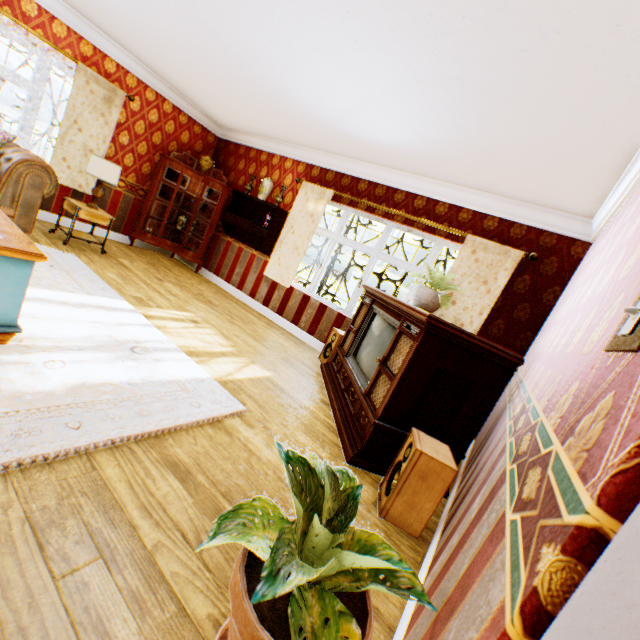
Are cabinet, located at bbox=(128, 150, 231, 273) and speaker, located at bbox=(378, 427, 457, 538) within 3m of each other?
Answer: no

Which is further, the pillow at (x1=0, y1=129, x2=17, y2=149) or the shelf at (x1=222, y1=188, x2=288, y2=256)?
the shelf at (x1=222, y1=188, x2=288, y2=256)

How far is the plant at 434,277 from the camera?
3.3m

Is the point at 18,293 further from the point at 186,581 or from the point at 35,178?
the point at 35,178

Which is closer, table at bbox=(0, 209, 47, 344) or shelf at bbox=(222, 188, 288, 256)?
table at bbox=(0, 209, 47, 344)

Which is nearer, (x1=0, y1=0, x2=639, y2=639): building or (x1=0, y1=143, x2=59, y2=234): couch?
(x1=0, y1=0, x2=639, y2=639): building

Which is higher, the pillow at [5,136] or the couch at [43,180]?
the pillow at [5,136]

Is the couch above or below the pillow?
below
